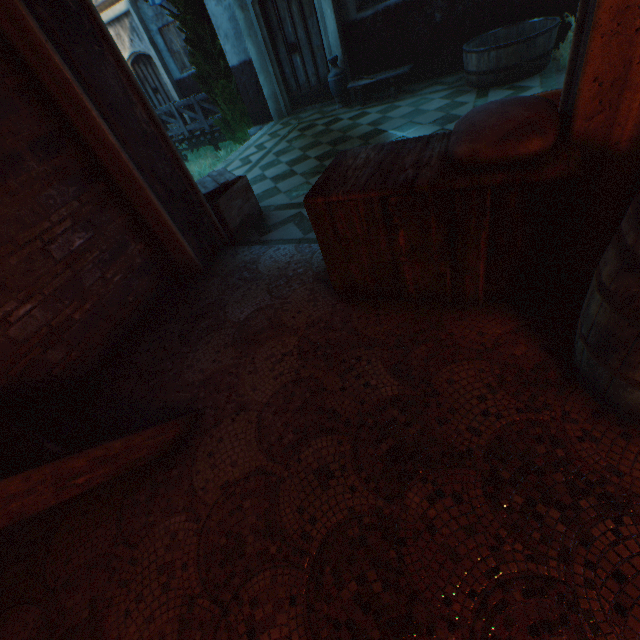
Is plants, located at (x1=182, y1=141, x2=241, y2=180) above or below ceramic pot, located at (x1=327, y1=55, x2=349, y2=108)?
below

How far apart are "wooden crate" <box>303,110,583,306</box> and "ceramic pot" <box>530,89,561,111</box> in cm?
19

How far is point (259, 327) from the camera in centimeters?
283cm

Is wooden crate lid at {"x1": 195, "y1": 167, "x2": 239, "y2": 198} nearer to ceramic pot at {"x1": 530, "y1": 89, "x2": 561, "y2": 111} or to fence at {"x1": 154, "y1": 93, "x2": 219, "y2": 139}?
ceramic pot at {"x1": 530, "y1": 89, "x2": 561, "y2": 111}

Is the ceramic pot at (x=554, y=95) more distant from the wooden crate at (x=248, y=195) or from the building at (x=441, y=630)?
the wooden crate at (x=248, y=195)

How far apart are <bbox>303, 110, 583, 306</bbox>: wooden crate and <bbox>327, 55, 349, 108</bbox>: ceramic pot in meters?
5.9

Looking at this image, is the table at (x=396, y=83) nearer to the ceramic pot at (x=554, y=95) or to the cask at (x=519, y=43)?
the cask at (x=519, y=43)

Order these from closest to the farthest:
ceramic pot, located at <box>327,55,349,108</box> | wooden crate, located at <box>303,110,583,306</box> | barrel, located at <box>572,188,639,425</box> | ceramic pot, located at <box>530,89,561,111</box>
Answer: barrel, located at <box>572,188,639,425</box>, wooden crate, located at <box>303,110,583,306</box>, ceramic pot, located at <box>530,89,561,111</box>, ceramic pot, located at <box>327,55,349,108</box>
